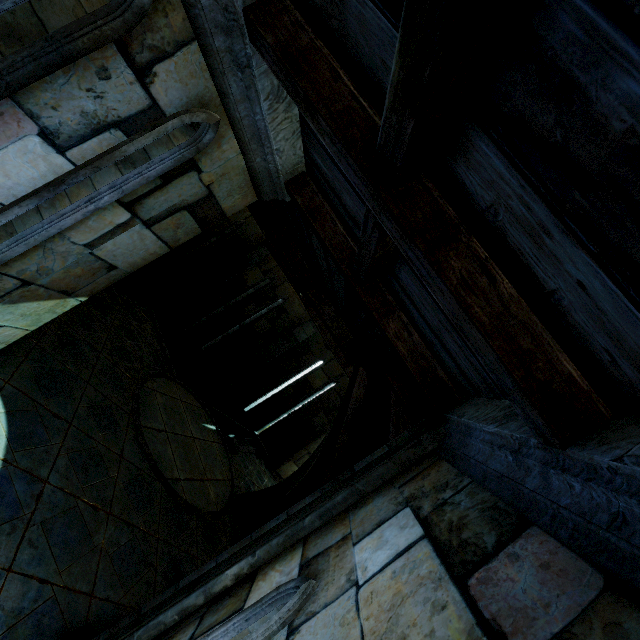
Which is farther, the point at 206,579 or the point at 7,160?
the point at 206,579
